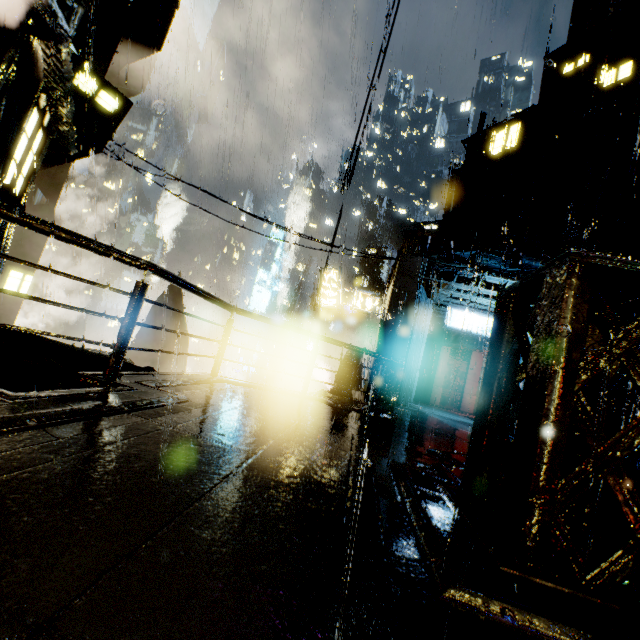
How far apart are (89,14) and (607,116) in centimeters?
2714cm

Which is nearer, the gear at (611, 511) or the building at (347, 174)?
the gear at (611, 511)

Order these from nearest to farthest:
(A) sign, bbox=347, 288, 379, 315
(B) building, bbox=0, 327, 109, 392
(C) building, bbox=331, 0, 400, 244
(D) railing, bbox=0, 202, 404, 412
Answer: (D) railing, bbox=0, 202, 404, 412, (B) building, bbox=0, 327, 109, 392, (C) building, bbox=331, 0, 400, 244, (A) sign, bbox=347, 288, 379, 315

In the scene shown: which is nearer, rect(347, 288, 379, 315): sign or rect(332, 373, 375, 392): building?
rect(332, 373, 375, 392): building

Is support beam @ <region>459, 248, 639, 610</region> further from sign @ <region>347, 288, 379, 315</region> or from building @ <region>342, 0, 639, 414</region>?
sign @ <region>347, 288, 379, 315</region>

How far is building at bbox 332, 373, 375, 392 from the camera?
13.16m

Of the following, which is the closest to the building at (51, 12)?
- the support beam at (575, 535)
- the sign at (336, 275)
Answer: the support beam at (575, 535)
